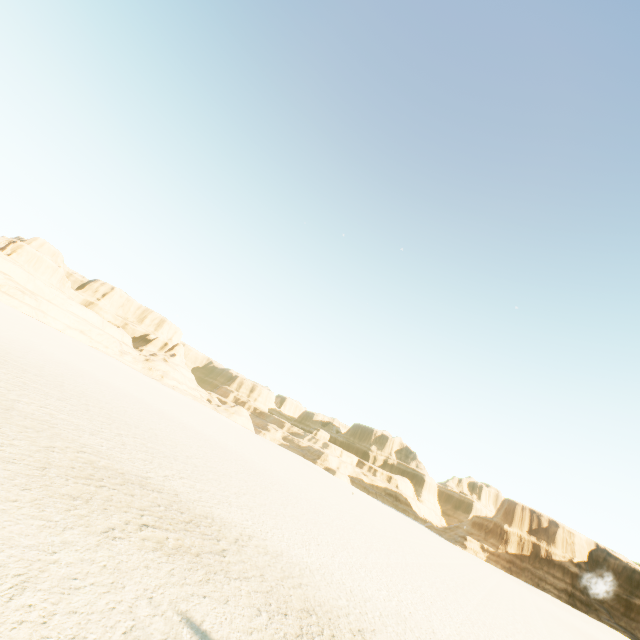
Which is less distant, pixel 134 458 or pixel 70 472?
pixel 70 472
